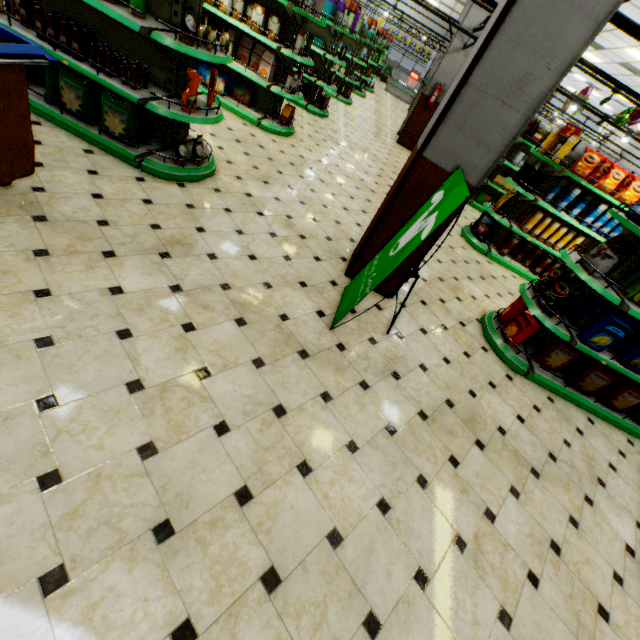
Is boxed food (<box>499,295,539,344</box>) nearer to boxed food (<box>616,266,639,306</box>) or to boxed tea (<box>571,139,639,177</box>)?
boxed food (<box>616,266,639,306</box>)

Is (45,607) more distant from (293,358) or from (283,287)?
(283,287)

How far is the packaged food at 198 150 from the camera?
4.0 meters

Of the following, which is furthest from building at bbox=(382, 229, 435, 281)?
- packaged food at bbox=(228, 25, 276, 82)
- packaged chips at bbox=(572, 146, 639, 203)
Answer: packaged chips at bbox=(572, 146, 639, 203)

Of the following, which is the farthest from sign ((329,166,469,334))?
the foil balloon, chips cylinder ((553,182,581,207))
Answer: the foil balloon

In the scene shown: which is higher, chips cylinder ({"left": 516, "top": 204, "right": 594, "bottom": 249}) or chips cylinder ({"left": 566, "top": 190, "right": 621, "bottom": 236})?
chips cylinder ({"left": 566, "top": 190, "right": 621, "bottom": 236})

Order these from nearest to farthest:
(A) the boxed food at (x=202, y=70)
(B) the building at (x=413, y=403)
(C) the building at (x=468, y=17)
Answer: (B) the building at (x=413, y=403) → (A) the boxed food at (x=202, y=70) → (C) the building at (x=468, y=17)

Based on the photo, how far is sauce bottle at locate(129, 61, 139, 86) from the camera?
3.28m
